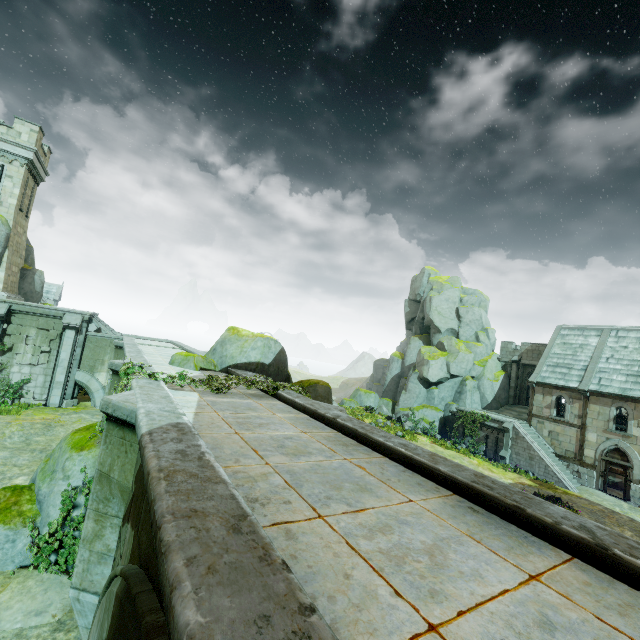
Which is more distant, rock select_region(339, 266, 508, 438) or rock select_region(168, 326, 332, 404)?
rock select_region(339, 266, 508, 438)

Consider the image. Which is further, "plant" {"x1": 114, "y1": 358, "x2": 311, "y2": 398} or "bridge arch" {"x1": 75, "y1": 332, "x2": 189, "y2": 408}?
"bridge arch" {"x1": 75, "y1": 332, "x2": 189, "y2": 408}

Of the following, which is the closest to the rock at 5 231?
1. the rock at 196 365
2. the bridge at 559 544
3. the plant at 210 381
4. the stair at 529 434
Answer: the bridge at 559 544

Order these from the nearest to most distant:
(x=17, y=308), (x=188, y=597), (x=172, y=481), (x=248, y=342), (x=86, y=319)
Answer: (x=188, y=597) → (x=172, y=481) → (x=248, y=342) → (x=17, y=308) → (x=86, y=319)

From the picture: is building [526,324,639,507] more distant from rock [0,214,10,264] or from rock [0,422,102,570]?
rock [0,214,10,264]

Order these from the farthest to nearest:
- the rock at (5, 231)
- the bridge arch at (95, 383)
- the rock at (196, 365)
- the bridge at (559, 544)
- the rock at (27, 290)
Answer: the rock at (27, 290) < the bridge arch at (95, 383) < the rock at (5, 231) < the rock at (196, 365) < the bridge at (559, 544)

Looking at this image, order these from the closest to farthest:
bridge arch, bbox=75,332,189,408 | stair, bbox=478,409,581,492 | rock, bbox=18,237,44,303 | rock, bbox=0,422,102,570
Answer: rock, bbox=0,422,102,570 → bridge arch, bbox=75,332,189,408 → rock, bbox=18,237,44,303 → stair, bbox=478,409,581,492

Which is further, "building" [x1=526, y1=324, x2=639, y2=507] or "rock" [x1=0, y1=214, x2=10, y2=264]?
"building" [x1=526, y1=324, x2=639, y2=507]
